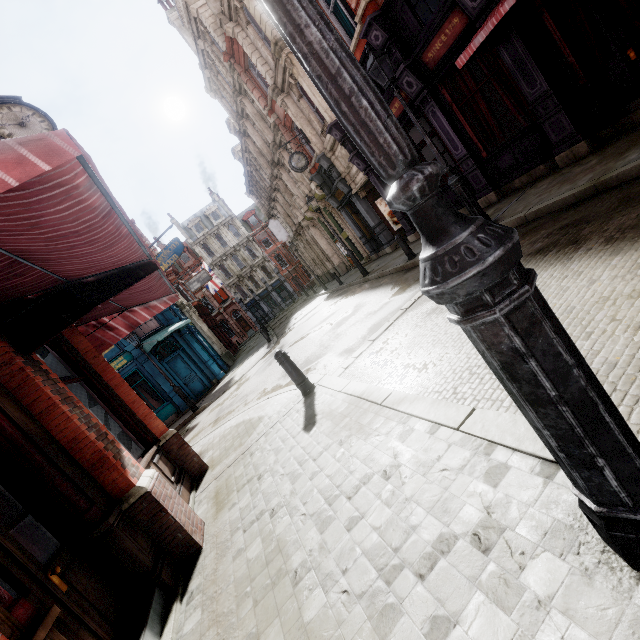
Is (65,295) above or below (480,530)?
above

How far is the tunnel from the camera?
→ 16.7m

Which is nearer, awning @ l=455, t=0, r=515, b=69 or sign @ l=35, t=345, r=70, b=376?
sign @ l=35, t=345, r=70, b=376

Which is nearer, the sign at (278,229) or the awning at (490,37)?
the awning at (490,37)

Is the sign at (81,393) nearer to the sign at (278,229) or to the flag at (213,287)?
the sign at (278,229)

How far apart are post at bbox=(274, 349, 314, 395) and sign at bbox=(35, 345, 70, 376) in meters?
3.3

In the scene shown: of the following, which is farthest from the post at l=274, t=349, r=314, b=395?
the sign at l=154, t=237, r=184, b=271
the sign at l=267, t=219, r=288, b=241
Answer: the sign at l=267, t=219, r=288, b=241

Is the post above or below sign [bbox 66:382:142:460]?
below
